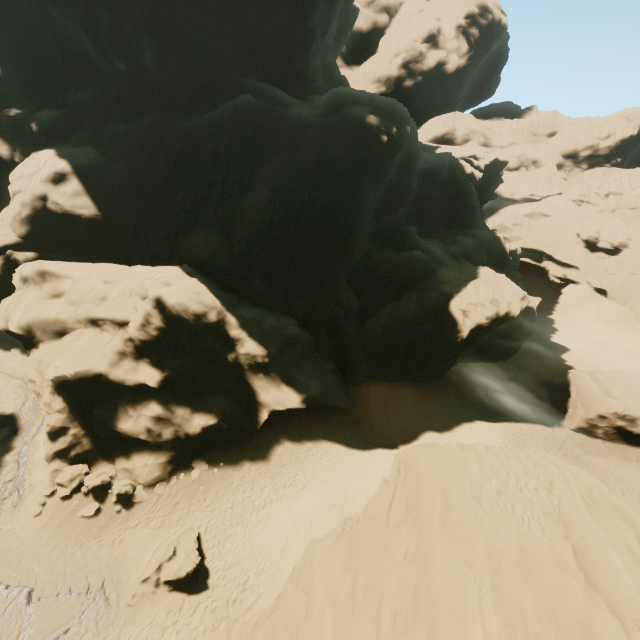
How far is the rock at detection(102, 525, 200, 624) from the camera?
16.1m

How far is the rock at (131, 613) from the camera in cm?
1611

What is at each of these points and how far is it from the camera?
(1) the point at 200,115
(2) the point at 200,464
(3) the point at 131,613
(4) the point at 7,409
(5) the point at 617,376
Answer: (1) rock, 34.2 meters
(2) rock, 23.1 meters
(3) rock, 15.8 meters
(4) rock, 24.9 meters
(5) rock, 30.5 meters

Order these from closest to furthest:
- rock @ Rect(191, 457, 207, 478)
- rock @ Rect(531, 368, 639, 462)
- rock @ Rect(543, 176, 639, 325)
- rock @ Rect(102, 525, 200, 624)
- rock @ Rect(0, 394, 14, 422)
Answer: rock @ Rect(102, 525, 200, 624), rock @ Rect(191, 457, 207, 478), rock @ Rect(0, 394, 14, 422), rock @ Rect(531, 368, 639, 462), rock @ Rect(543, 176, 639, 325)

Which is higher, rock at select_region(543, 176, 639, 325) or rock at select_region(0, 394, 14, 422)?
rock at select_region(543, 176, 639, 325)

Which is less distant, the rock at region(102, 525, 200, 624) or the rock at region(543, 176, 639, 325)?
the rock at region(102, 525, 200, 624)

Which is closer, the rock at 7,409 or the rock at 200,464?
the rock at 200,464
